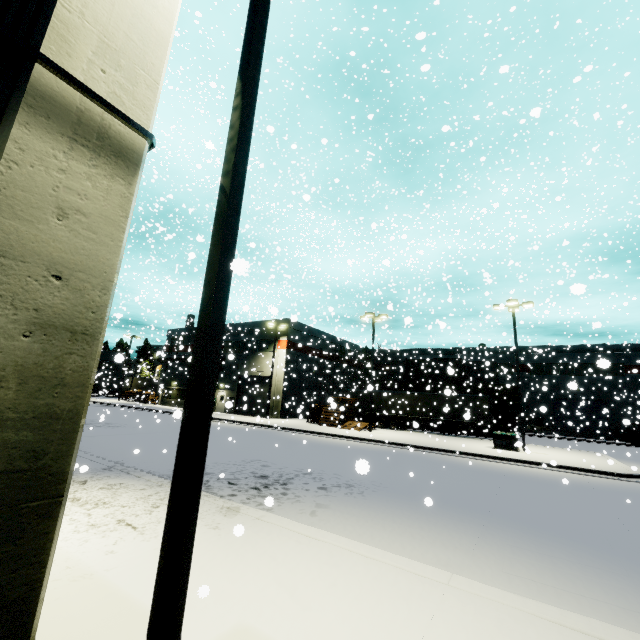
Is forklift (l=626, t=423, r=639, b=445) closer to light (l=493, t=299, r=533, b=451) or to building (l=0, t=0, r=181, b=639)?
building (l=0, t=0, r=181, b=639)

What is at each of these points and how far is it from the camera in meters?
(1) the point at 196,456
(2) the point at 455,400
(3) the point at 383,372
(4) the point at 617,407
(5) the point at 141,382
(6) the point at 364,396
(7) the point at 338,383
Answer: (1) light, 2.6 m
(2) semi trailer, 31.1 m
(3) building, 51.8 m
(4) building, 36.1 m
(5) semi trailer, 55.8 m
(6) semi trailer, 36.2 m
(7) building, 44.8 m

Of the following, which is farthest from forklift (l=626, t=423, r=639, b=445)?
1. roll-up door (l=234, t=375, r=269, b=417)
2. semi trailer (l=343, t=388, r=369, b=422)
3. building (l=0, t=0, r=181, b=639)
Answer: roll-up door (l=234, t=375, r=269, b=417)

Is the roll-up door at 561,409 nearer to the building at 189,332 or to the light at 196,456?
the building at 189,332

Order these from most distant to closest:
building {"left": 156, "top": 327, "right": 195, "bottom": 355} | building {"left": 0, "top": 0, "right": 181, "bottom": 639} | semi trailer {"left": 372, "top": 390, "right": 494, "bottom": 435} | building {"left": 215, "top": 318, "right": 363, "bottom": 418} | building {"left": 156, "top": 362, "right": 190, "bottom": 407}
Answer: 1. building {"left": 156, "top": 362, "right": 190, "bottom": 407}
2. building {"left": 215, "top": 318, "right": 363, "bottom": 418}
3. building {"left": 156, "top": 327, "right": 195, "bottom": 355}
4. semi trailer {"left": 372, "top": 390, "right": 494, "bottom": 435}
5. building {"left": 0, "top": 0, "right": 181, "bottom": 639}

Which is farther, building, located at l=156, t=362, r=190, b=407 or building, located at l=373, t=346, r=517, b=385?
building, located at l=156, t=362, r=190, b=407

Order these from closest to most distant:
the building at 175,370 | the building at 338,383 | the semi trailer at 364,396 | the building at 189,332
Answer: the semi trailer at 364,396 < the building at 189,332 < the building at 338,383 < the building at 175,370

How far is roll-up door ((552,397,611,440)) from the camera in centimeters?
3603cm
